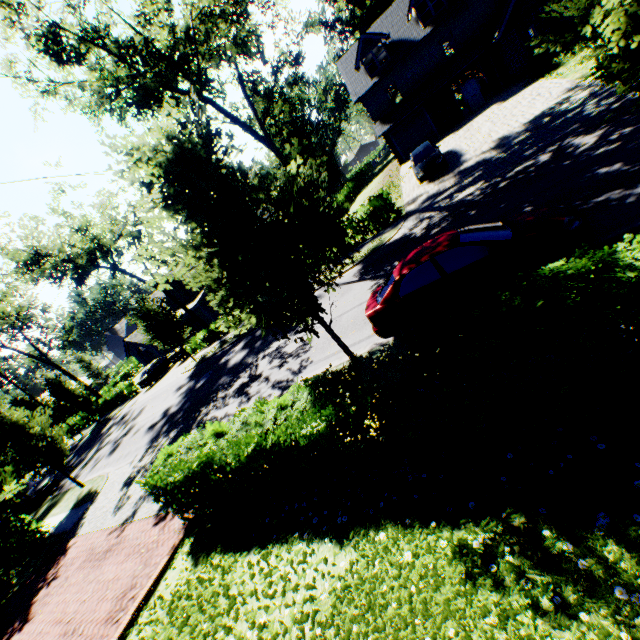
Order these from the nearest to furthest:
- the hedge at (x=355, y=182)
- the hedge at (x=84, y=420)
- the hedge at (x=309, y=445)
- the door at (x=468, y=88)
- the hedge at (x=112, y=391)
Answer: the hedge at (x=309, y=445), the door at (x=468, y=88), the hedge at (x=112, y=391), the hedge at (x=84, y=420), the hedge at (x=355, y=182)

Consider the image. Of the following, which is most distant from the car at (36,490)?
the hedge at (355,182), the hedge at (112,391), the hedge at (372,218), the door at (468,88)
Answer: the door at (468,88)

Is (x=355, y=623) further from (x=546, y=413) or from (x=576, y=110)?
(x=576, y=110)

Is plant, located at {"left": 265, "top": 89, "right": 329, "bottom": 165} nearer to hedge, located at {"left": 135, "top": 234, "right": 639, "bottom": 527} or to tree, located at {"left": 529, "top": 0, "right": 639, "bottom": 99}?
tree, located at {"left": 529, "top": 0, "right": 639, "bottom": 99}

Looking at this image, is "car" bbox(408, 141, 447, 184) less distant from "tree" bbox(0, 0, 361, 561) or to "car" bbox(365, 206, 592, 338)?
"tree" bbox(0, 0, 361, 561)

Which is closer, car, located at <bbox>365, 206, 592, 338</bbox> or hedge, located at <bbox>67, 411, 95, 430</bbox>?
car, located at <bbox>365, 206, 592, 338</bbox>

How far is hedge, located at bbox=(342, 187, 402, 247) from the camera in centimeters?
1859cm

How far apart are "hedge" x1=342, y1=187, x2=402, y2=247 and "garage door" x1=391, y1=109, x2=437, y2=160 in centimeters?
1364cm
